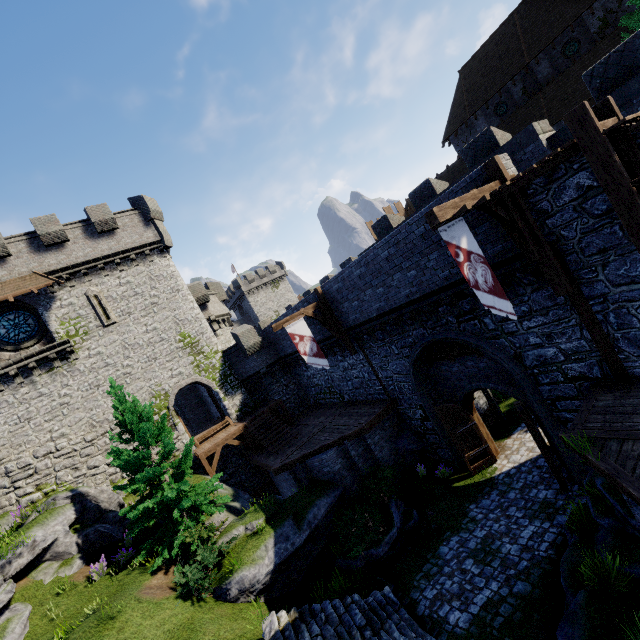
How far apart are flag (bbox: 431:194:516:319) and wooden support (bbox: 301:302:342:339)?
9.4 meters

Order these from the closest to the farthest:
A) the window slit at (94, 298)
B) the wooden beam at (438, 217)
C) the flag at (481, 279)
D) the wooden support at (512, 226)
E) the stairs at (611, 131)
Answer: the stairs at (611, 131) < the wooden beam at (438, 217) < the flag at (481, 279) < the wooden support at (512, 226) < the window slit at (94, 298)

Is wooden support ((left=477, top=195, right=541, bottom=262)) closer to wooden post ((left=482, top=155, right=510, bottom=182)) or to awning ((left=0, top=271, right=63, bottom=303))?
wooden post ((left=482, top=155, right=510, bottom=182))

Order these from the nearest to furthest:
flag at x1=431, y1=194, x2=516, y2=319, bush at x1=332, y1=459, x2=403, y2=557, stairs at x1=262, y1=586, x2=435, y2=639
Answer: flag at x1=431, y1=194, x2=516, y2=319
stairs at x1=262, y1=586, x2=435, y2=639
bush at x1=332, y1=459, x2=403, y2=557

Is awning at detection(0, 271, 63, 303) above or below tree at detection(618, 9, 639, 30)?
above

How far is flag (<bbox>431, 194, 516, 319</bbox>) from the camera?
7.15m

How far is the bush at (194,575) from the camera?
10.85m

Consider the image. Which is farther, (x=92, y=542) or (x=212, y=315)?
(x=212, y=315)
